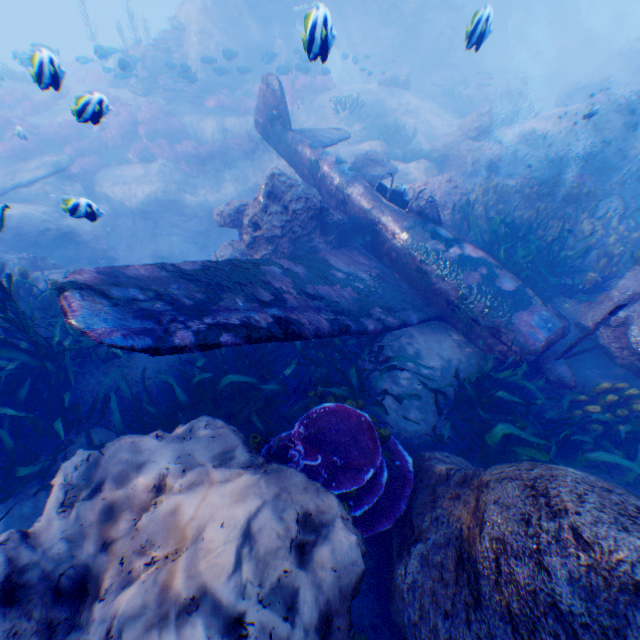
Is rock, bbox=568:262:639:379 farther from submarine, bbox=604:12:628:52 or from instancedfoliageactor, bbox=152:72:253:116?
submarine, bbox=604:12:628:52

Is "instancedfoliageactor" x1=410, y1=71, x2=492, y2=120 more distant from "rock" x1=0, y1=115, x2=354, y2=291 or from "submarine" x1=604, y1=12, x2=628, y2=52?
"submarine" x1=604, y1=12, x2=628, y2=52

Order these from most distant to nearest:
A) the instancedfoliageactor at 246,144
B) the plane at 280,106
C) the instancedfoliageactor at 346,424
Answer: the instancedfoliageactor at 246,144 < the instancedfoliageactor at 346,424 < the plane at 280,106

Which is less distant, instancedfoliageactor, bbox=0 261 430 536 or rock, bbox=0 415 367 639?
rock, bbox=0 415 367 639

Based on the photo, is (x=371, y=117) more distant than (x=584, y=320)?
Yes

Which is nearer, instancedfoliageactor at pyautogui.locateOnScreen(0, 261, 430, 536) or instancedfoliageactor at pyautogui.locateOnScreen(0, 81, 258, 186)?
instancedfoliageactor at pyautogui.locateOnScreen(0, 261, 430, 536)

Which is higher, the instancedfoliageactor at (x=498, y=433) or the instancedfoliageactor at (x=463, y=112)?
the instancedfoliageactor at (x=463, y=112)

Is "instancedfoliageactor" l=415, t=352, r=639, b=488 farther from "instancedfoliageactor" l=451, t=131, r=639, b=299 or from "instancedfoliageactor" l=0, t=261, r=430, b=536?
"instancedfoliageactor" l=0, t=261, r=430, b=536
